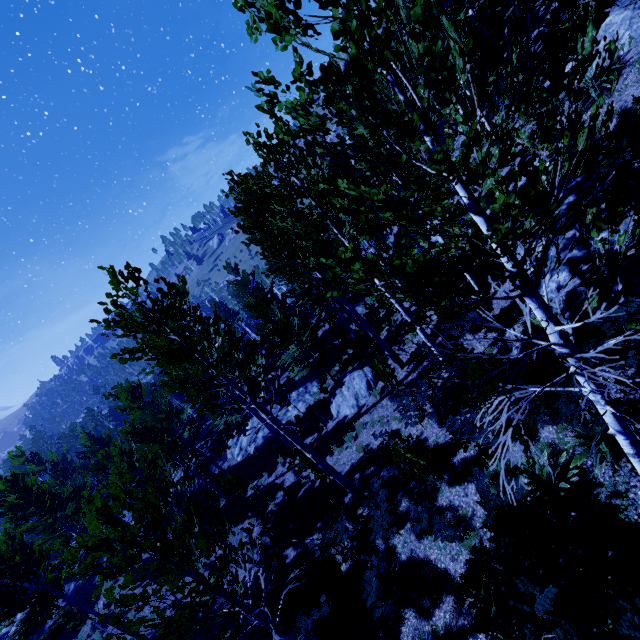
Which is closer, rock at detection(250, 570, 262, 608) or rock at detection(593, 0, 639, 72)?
rock at detection(593, 0, 639, 72)

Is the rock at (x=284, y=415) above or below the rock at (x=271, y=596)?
below

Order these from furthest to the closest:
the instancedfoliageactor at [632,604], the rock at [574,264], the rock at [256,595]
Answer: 1. the rock at [256,595]
2. the rock at [574,264]
3. the instancedfoliageactor at [632,604]

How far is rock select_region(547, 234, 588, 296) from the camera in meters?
7.3

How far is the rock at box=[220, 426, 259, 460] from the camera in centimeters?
2306cm

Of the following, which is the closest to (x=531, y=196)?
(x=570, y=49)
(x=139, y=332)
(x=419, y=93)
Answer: (x=570, y=49)

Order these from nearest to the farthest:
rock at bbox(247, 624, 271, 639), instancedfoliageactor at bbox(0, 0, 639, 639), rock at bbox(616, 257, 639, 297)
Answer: instancedfoliageactor at bbox(0, 0, 639, 639) < rock at bbox(616, 257, 639, 297) < rock at bbox(247, 624, 271, 639)

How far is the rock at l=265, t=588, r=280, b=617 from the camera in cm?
1035
